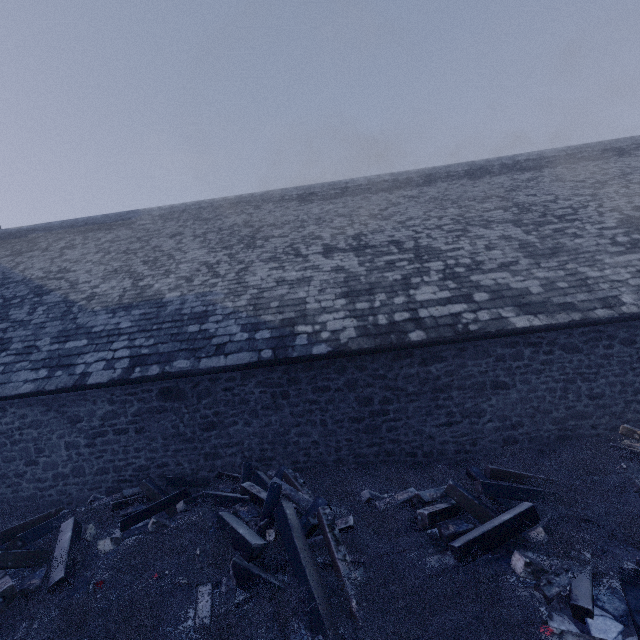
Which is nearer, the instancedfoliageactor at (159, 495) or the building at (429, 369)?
the instancedfoliageactor at (159, 495)

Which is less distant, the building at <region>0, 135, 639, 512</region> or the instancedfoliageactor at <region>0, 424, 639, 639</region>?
the instancedfoliageactor at <region>0, 424, 639, 639</region>

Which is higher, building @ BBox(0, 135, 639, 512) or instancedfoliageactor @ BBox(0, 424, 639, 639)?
building @ BBox(0, 135, 639, 512)

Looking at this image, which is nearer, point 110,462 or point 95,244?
point 110,462

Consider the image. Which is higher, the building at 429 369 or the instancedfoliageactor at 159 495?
the building at 429 369
